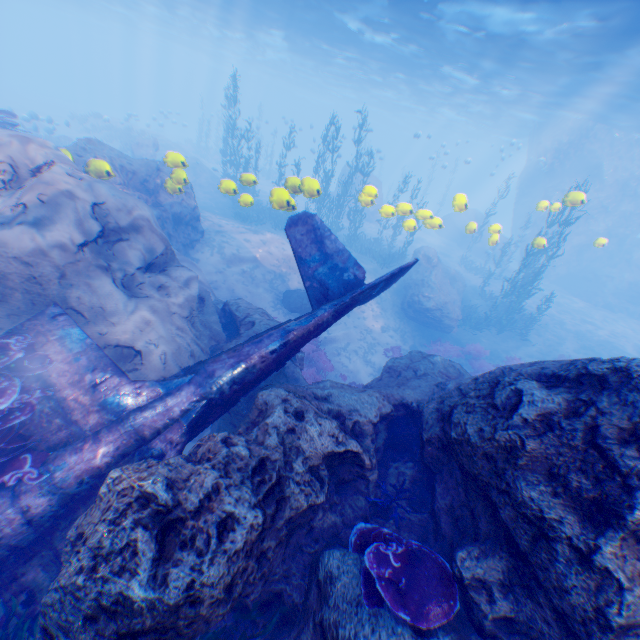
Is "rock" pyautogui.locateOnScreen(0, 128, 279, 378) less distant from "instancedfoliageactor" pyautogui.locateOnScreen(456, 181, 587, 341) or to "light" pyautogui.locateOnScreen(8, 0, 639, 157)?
"light" pyautogui.locateOnScreen(8, 0, 639, 157)

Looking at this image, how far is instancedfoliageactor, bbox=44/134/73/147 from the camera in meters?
24.4 m

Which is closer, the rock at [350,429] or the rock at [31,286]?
the rock at [350,429]

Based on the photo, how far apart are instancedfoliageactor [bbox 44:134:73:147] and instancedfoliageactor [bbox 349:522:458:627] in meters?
32.6

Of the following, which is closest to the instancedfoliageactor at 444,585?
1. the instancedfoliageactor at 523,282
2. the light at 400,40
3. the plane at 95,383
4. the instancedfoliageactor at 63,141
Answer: the plane at 95,383

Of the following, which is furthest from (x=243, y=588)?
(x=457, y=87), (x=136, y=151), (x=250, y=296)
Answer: (x=457, y=87)

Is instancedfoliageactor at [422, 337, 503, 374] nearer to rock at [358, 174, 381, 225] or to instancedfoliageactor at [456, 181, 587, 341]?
rock at [358, 174, 381, 225]

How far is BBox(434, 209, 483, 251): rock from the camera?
11.3m
